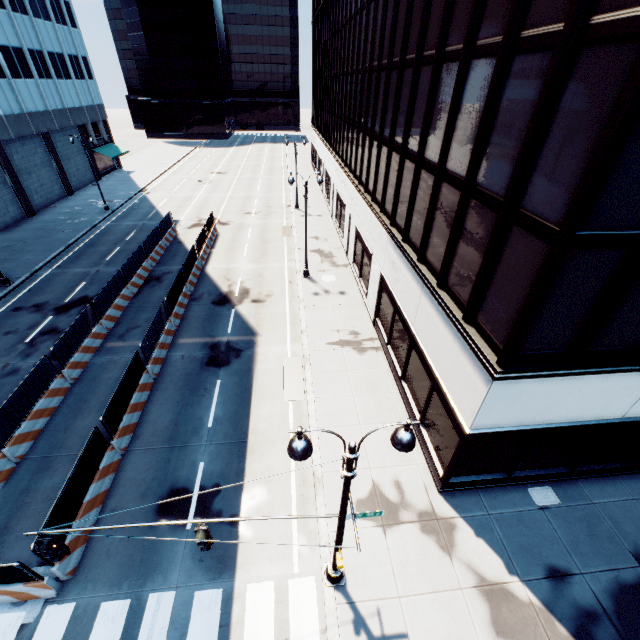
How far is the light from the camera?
5.5 meters

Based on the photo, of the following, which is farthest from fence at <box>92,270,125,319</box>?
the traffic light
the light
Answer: the light

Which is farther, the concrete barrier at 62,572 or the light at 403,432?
the concrete barrier at 62,572

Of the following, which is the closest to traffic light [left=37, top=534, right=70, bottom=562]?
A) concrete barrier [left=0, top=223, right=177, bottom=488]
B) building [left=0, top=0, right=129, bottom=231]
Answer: concrete barrier [left=0, top=223, right=177, bottom=488]

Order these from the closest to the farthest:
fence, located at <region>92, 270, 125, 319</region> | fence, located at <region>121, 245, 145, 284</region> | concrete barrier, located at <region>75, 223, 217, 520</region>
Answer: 1. concrete barrier, located at <region>75, 223, 217, 520</region>
2. fence, located at <region>92, 270, 125, 319</region>
3. fence, located at <region>121, 245, 145, 284</region>

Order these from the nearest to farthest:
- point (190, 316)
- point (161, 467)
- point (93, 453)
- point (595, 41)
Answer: point (595, 41), point (93, 453), point (161, 467), point (190, 316)

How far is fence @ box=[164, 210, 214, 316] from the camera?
19.12m

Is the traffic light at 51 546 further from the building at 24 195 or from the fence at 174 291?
the building at 24 195
